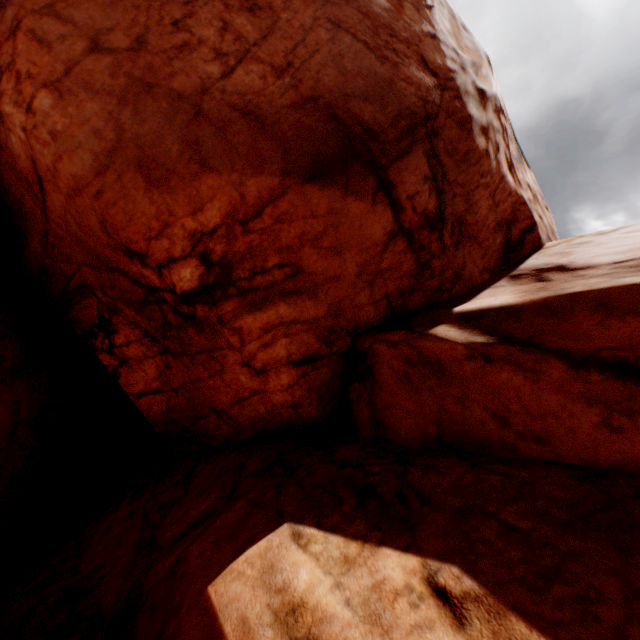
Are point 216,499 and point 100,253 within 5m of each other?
yes
